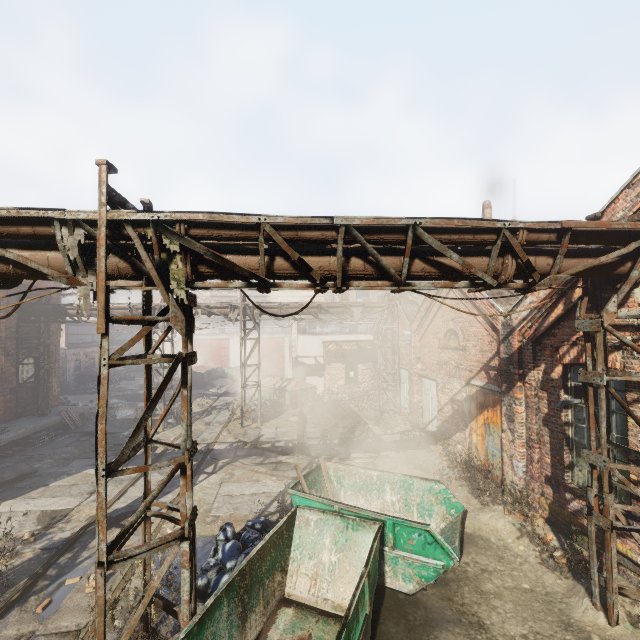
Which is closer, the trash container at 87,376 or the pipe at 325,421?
the pipe at 325,421

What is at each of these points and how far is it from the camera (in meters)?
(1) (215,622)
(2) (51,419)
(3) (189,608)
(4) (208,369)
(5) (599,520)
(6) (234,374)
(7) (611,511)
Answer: (1) container, 4.23
(2) building, 15.48
(3) scaffolding, 4.43
(4) trash container, 30.67
(5) pipe, 5.27
(6) container, 30.70
(7) scaffolding, 5.14

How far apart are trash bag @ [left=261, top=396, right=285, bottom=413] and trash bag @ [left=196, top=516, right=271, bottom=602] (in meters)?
11.49

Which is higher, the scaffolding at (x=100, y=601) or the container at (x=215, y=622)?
the scaffolding at (x=100, y=601)

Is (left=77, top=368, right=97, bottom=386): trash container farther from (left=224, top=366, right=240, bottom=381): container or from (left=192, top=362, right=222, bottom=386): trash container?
(left=224, top=366, right=240, bottom=381): container

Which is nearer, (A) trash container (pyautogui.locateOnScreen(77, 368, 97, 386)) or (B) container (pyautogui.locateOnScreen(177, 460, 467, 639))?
(B) container (pyautogui.locateOnScreen(177, 460, 467, 639))

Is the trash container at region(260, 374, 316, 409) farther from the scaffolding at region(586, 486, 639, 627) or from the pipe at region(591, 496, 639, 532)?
the scaffolding at region(586, 486, 639, 627)

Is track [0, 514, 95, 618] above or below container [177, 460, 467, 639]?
below
